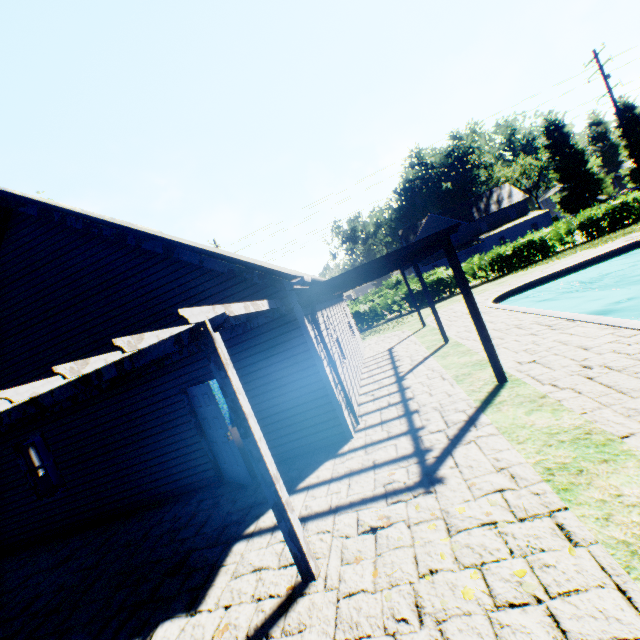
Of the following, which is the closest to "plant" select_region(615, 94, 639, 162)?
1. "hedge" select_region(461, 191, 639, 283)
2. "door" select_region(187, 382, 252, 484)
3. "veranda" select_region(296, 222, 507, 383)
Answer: "hedge" select_region(461, 191, 639, 283)

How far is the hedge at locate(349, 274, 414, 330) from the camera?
24.2m

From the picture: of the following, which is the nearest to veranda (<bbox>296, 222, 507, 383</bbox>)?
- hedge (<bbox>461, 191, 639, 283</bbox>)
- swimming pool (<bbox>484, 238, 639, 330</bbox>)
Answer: swimming pool (<bbox>484, 238, 639, 330</bbox>)

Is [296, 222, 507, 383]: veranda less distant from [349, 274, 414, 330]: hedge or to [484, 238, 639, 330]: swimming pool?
[484, 238, 639, 330]: swimming pool

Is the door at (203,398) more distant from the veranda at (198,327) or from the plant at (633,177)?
the plant at (633,177)

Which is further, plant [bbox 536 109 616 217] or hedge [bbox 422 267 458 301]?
plant [bbox 536 109 616 217]

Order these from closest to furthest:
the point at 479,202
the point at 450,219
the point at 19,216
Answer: the point at 19,216, the point at 450,219, the point at 479,202

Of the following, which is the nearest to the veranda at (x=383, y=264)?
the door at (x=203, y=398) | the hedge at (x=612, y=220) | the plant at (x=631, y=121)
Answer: the door at (x=203, y=398)
